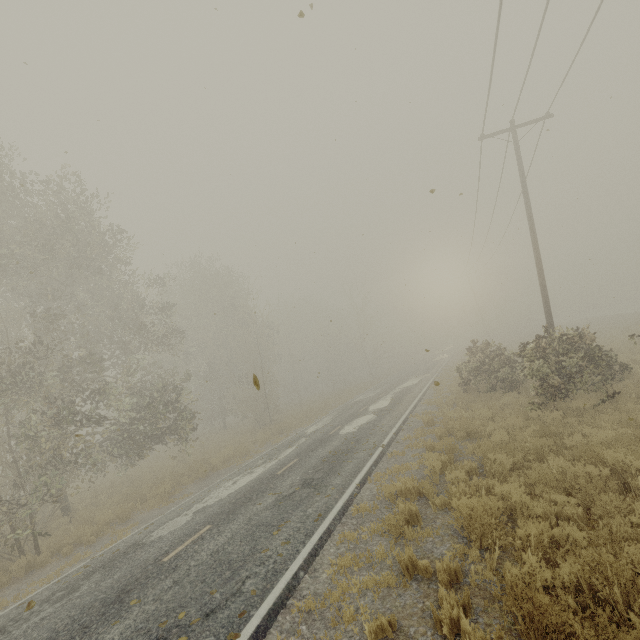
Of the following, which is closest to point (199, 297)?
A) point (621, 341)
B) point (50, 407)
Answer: point (50, 407)

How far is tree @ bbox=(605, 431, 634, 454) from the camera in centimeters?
623cm

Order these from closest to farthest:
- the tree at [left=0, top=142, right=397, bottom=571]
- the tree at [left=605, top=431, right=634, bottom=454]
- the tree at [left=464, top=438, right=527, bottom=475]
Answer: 1. the tree at [left=605, top=431, right=634, bottom=454]
2. the tree at [left=464, top=438, right=527, bottom=475]
3. the tree at [left=0, top=142, right=397, bottom=571]

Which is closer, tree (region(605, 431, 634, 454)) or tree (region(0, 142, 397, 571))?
tree (region(605, 431, 634, 454))

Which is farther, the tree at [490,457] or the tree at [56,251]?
the tree at [56,251]

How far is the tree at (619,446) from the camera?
6.2 meters
